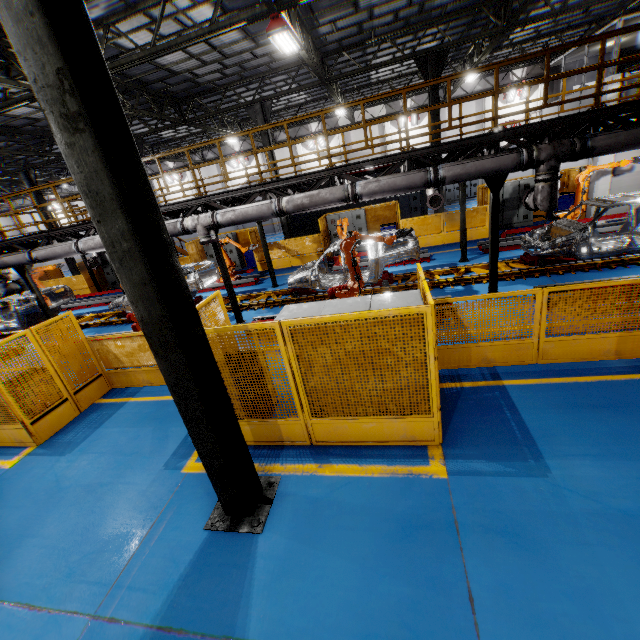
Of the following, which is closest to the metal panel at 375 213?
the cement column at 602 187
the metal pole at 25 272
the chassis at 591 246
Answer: the cement column at 602 187

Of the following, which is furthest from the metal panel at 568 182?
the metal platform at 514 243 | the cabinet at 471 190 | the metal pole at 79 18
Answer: the cabinet at 471 190

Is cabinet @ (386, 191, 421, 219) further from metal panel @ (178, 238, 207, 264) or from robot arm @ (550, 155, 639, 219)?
robot arm @ (550, 155, 639, 219)

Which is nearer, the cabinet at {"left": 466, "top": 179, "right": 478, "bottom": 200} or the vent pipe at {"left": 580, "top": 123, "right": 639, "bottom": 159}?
the vent pipe at {"left": 580, "top": 123, "right": 639, "bottom": 159}

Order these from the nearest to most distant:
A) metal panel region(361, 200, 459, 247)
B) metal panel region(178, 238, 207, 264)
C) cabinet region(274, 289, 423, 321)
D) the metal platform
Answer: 1. cabinet region(274, 289, 423, 321)
2. the metal platform
3. metal panel region(361, 200, 459, 247)
4. metal panel region(178, 238, 207, 264)

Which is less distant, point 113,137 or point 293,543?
point 113,137

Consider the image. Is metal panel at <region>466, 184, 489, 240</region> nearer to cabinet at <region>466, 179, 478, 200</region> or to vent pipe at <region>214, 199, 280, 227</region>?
vent pipe at <region>214, 199, 280, 227</region>

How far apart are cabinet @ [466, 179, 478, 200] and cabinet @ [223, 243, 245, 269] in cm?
1974
